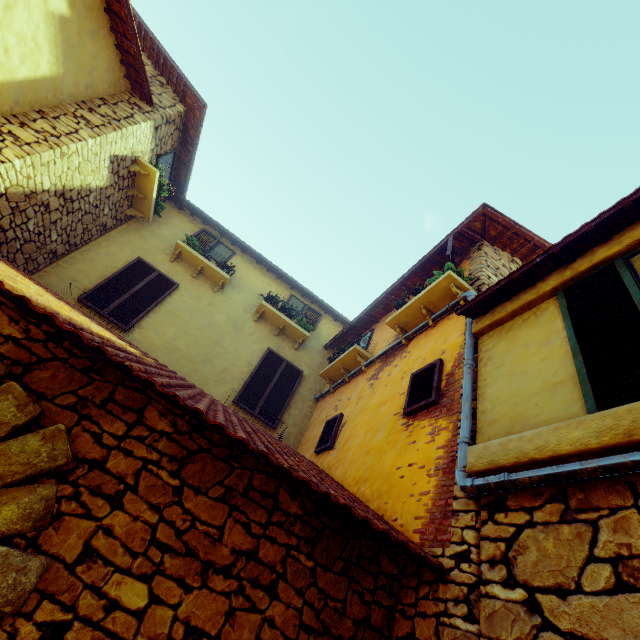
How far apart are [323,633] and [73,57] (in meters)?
8.24

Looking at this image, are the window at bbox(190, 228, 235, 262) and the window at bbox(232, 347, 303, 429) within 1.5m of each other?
no

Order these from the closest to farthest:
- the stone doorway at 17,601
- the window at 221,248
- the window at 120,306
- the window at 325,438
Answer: the stone doorway at 17,601
the window at 325,438
the window at 120,306
the window at 221,248

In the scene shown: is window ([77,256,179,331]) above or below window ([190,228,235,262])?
below

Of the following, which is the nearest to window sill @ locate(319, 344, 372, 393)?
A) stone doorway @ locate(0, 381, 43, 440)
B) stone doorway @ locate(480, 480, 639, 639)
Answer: stone doorway @ locate(480, 480, 639, 639)

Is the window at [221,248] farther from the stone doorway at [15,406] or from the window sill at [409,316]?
the stone doorway at [15,406]

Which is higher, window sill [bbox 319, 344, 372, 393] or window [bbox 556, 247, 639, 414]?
window sill [bbox 319, 344, 372, 393]

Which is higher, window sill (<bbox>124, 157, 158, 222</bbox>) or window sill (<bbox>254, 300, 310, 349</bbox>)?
window sill (<bbox>124, 157, 158, 222</bbox>)
